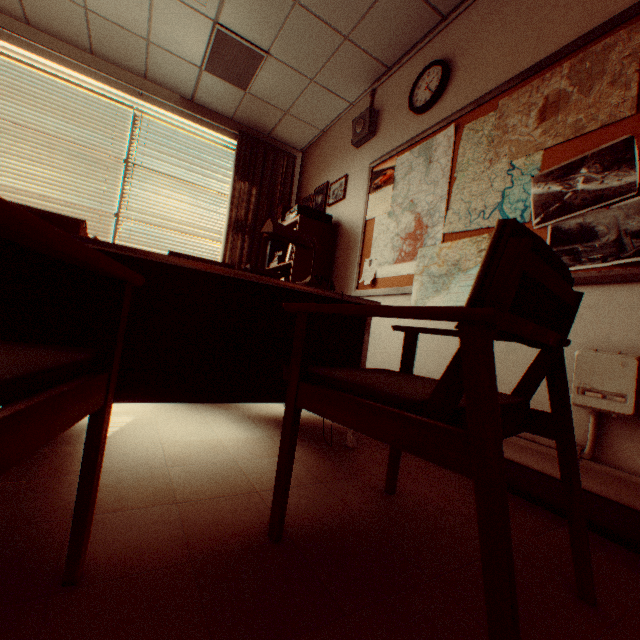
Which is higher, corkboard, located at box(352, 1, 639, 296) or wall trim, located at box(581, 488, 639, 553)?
corkboard, located at box(352, 1, 639, 296)

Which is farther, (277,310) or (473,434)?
(277,310)

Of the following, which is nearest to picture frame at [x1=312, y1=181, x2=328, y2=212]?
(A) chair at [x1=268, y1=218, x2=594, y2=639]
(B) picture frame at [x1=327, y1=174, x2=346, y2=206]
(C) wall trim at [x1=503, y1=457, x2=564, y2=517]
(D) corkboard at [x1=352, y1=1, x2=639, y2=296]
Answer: (B) picture frame at [x1=327, y1=174, x2=346, y2=206]

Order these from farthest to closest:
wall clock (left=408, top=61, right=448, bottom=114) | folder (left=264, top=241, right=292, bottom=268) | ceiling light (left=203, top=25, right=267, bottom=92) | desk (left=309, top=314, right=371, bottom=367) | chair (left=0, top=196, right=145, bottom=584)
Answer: folder (left=264, top=241, right=292, bottom=268) → ceiling light (left=203, top=25, right=267, bottom=92) → wall clock (left=408, top=61, right=448, bottom=114) → desk (left=309, top=314, right=371, bottom=367) → chair (left=0, top=196, right=145, bottom=584)

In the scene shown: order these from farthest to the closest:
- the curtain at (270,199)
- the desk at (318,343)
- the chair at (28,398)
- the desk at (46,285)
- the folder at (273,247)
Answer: the curtain at (270,199) < the folder at (273,247) < the desk at (318,343) < the desk at (46,285) < the chair at (28,398)

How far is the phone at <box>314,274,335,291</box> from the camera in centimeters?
240cm

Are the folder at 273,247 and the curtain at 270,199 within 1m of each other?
yes

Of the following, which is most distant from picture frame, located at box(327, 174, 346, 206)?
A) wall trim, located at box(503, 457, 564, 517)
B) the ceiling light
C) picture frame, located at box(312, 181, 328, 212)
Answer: wall trim, located at box(503, 457, 564, 517)
